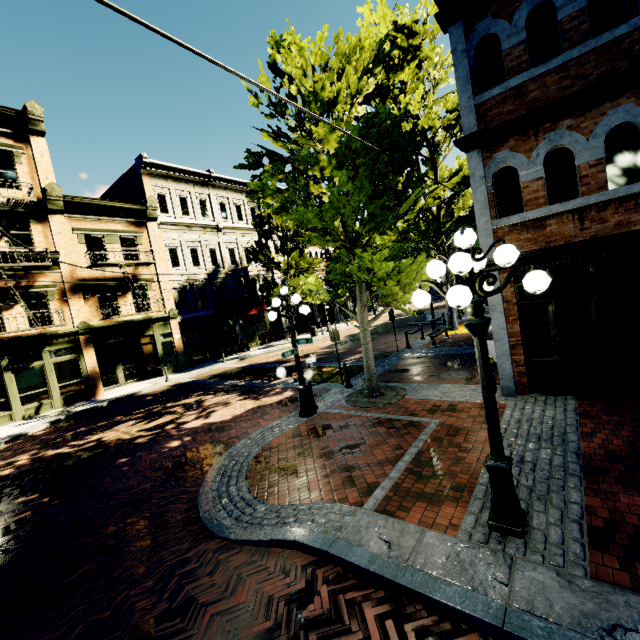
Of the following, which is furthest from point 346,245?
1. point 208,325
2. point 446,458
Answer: point 208,325

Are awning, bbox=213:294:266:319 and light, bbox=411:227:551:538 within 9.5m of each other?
no

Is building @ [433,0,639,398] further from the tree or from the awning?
the tree

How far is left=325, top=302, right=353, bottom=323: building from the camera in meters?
36.4

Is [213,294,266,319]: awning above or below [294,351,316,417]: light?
above

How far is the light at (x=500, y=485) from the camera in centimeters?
338cm

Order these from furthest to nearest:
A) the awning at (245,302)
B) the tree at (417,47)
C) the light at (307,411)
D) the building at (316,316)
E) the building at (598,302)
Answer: the building at (316,316)
the awning at (245,302)
the light at (307,411)
the tree at (417,47)
the building at (598,302)

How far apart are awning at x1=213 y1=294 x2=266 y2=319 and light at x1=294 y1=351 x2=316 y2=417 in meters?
13.1 m
